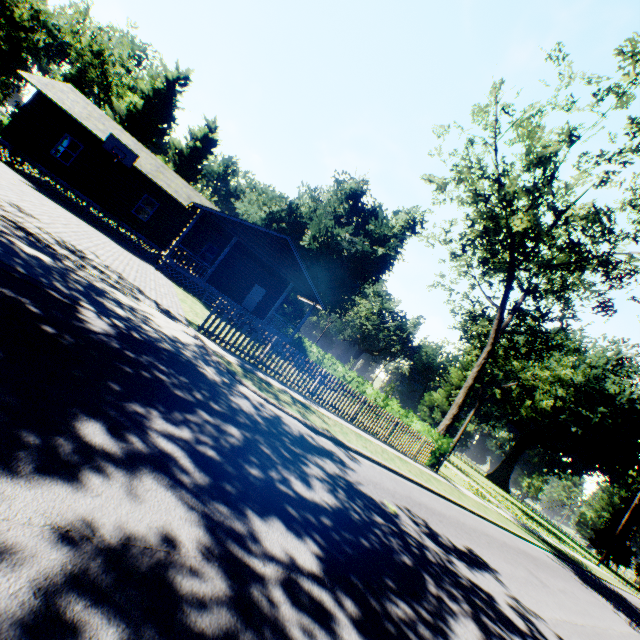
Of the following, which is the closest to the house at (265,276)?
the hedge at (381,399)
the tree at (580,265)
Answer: the hedge at (381,399)

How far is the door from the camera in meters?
26.9

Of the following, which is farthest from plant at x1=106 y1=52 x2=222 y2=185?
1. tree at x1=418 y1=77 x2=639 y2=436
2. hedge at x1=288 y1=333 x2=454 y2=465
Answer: hedge at x1=288 y1=333 x2=454 y2=465

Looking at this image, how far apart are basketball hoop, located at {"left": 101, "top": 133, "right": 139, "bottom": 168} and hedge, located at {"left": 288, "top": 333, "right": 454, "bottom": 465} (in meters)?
18.96

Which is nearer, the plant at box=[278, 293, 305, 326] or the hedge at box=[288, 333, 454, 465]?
the hedge at box=[288, 333, 454, 465]

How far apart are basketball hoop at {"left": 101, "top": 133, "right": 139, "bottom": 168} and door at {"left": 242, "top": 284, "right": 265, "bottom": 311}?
11.4 meters

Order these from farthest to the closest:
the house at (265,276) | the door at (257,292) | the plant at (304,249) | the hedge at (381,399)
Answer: the plant at (304,249) < the door at (257,292) < the house at (265,276) < the hedge at (381,399)

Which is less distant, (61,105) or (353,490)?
(353,490)
